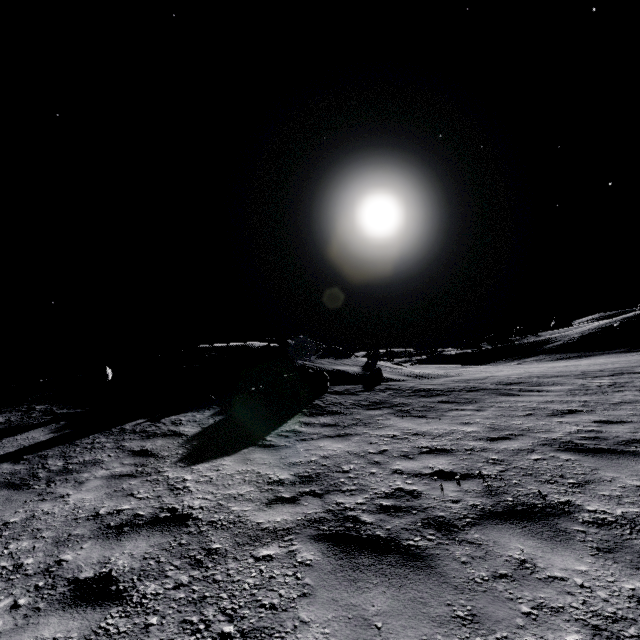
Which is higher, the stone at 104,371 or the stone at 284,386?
the stone at 104,371

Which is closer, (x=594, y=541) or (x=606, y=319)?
(x=594, y=541)

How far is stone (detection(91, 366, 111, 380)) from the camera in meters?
12.4

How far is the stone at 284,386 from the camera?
11.8m

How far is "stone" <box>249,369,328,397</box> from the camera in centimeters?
1178cm

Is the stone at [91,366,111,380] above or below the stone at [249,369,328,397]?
above

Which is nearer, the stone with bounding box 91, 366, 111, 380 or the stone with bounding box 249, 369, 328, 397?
the stone with bounding box 249, 369, 328, 397
